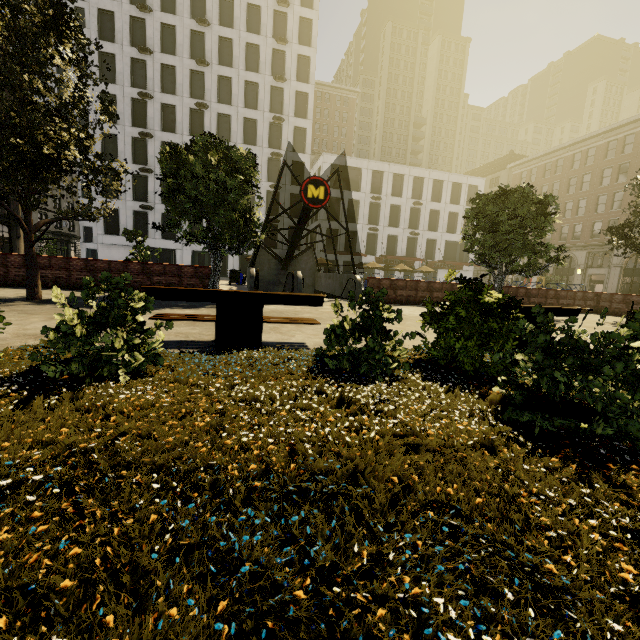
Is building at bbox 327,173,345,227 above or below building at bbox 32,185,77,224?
above

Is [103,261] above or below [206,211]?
below

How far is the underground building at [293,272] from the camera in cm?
1431

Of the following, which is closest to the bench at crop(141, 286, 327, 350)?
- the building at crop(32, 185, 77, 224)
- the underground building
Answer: the underground building

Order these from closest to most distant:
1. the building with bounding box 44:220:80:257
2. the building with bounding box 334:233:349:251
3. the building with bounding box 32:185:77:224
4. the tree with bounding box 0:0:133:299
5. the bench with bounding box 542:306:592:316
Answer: the bench with bounding box 542:306:592:316
the tree with bounding box 0:0:133:299
the building with bounding box 334:233:349:251
the building with bounding box 32:185:77:224
the building with bounding box 44:220:80:257

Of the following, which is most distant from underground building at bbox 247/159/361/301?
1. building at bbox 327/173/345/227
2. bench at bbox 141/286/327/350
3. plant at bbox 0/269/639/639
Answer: plant at bbox 0/269/639/639

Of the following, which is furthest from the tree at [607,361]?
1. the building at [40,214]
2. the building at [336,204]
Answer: the building at [336,204]

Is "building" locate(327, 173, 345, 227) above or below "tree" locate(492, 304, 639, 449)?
above
